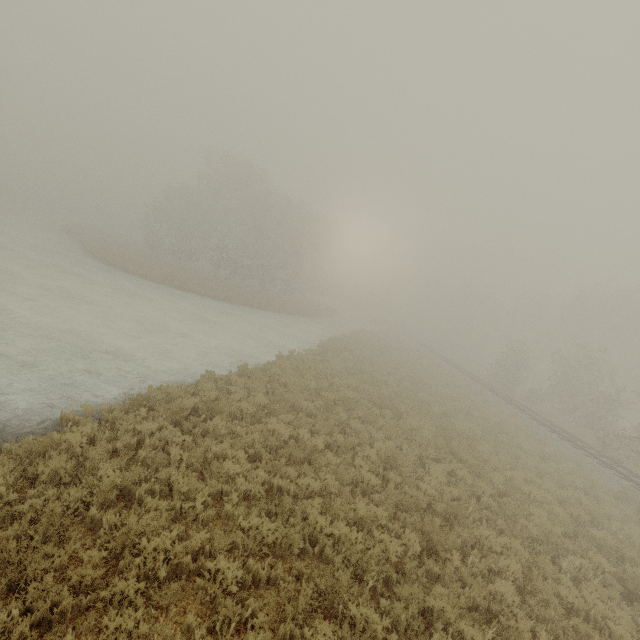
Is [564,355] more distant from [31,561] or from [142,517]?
[31,561]
